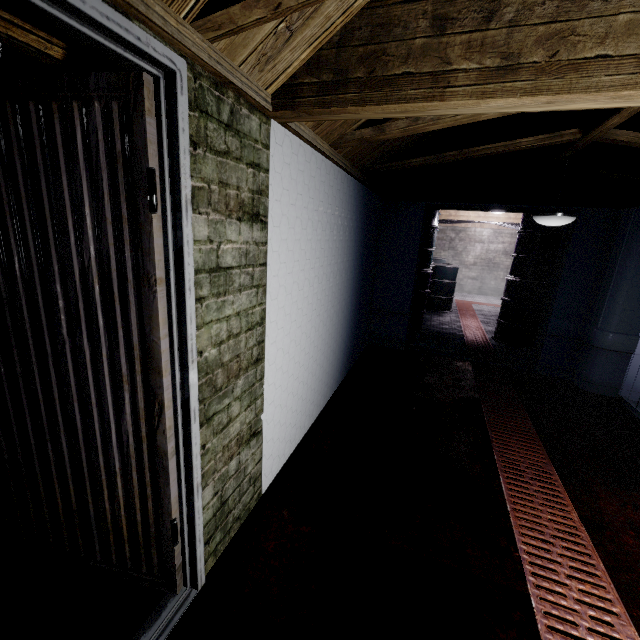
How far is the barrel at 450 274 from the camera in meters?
5.1 m

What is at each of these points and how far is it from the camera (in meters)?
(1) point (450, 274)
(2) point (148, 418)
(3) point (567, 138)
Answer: (1) barrel, 6.91
(2) door, 1.15
(3) beam, 2.31

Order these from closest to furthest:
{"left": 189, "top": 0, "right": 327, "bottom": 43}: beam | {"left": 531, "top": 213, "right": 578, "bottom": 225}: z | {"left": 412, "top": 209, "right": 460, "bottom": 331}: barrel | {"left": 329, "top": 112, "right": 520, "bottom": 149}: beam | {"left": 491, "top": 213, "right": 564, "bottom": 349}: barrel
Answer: {"left": 189, "top": 0, "right": 327, "bottom": 43}: beam
{"left": 329, "top": 112, "right": 520, "bottom": 149}: beam
{"left": 531, "top": 213, "right": 578, "bottom": 225}: z
{"left": 491, "top": 213, "right": 564, "bottom": 349}: barrel
{"left": 412, "top": 209, "right": 460, "bottom": 331}: barrel

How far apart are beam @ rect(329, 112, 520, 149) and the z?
0.5m

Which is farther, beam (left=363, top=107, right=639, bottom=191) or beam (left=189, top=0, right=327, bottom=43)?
beam (left=363, top=107, right=639, bottom=191)

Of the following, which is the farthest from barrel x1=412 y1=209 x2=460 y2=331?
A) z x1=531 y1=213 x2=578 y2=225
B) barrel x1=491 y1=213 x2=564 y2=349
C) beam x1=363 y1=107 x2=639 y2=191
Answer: z x1=531 y1=213 x2=578 y2=225

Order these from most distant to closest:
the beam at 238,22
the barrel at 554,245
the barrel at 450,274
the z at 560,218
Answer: the barrel at 450,274 < the barrel at 554,245 < the z at 560,218 < the beam at 238,22

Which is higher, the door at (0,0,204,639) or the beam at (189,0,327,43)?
the beam at (189,0,327,43)
